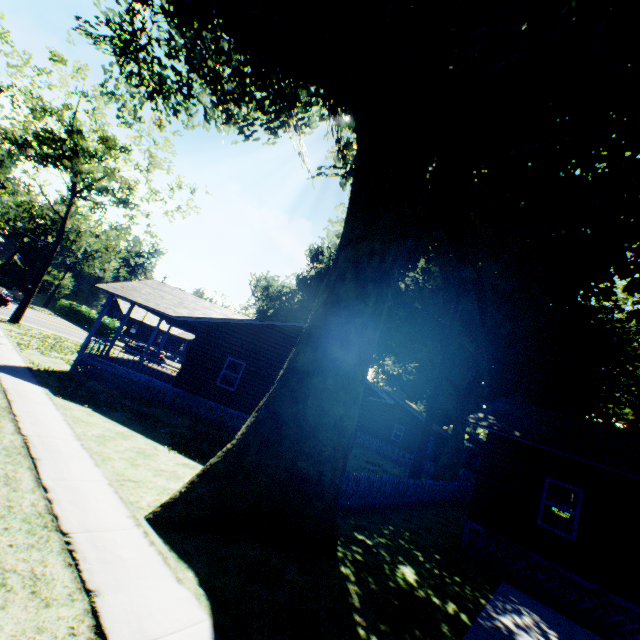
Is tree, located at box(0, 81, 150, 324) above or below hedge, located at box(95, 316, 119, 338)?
above

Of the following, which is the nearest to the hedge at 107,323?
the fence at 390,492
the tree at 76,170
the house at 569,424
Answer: the tree at 76,170

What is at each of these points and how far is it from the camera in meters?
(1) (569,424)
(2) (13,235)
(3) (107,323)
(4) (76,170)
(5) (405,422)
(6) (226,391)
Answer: (1) house, 13.7
(2) plant, 49.4
(3) hedge, 46.7
(4) tree, 25.3
(5) house, 33.8
(6) house, 17.1

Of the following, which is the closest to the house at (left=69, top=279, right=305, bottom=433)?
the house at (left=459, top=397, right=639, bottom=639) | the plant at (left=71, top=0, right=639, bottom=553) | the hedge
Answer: the plant at (left=71, top=0, right=639, bottom=553)

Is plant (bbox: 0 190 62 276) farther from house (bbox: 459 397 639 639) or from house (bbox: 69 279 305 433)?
house (bbox: 459 397 639 639)

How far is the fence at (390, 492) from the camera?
11.1m

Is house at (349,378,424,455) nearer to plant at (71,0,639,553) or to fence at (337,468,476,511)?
plant at (71,0,639,553)

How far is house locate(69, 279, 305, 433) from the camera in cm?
1670
